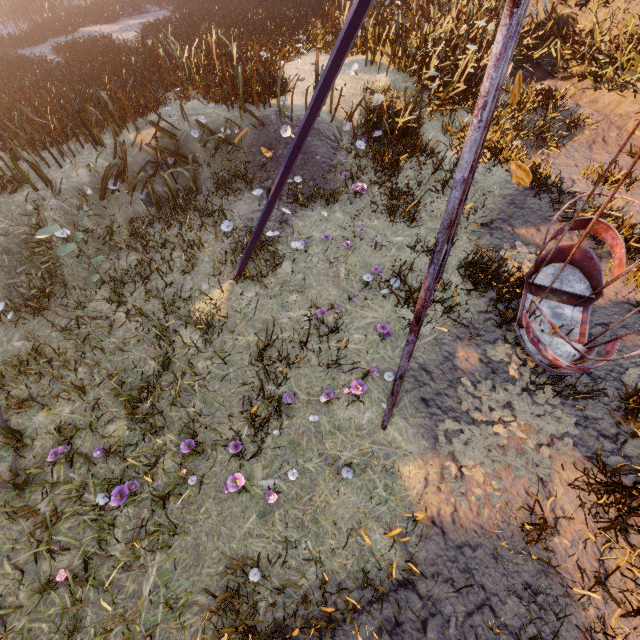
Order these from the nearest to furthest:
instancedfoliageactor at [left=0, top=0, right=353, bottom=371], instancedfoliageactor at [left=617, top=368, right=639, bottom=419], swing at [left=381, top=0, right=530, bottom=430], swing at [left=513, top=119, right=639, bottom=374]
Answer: swing at [left=381, top=0, right=530, bottom=430], swing at [left=513, top=119, right=639, bottom=374], instancedfoliageactor at [left=617, top=368, right=639, bottom=419], instancedfoliageactor at [left=0, top=0, right=353, bottom=371]

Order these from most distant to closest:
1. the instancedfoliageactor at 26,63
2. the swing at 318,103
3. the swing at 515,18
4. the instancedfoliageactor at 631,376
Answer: the instancedfoliageactor at 26,63 → the instancedfoliageactor at 631,376 → the swing at 318,103 → the swing at 515,18

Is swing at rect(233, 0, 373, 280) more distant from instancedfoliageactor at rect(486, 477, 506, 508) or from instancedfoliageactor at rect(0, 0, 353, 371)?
instancedfoliageactor at rect(0, 0, 353, 371)

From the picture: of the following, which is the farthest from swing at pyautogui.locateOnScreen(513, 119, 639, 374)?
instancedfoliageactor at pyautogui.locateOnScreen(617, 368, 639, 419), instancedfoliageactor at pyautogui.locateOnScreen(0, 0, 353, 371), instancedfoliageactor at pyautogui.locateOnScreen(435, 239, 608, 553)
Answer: instancedfoliageactor at pyautogui.locateOnScreen(0, 0, 353, 371)

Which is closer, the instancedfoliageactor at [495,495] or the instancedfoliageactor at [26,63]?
the instancedfoliageactor at [495,495]

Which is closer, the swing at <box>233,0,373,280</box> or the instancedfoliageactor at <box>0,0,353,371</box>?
the swing at <box>233,0,373,280</box>

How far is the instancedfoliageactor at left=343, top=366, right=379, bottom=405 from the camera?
4.1m

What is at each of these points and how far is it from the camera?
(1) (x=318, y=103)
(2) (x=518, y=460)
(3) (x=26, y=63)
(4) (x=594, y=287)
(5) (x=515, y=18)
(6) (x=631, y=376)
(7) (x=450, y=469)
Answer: (1) swing, 2.99m
(2) instancedfoliageactor, 3.95m
(3) instancedfoliageactor, 11.91m
(4) swing, 4.84m
(5) swing, 1.66m
(6) instancedfoliageactor, 4.58m
(7) instancedfoliageactor, 3.82m
